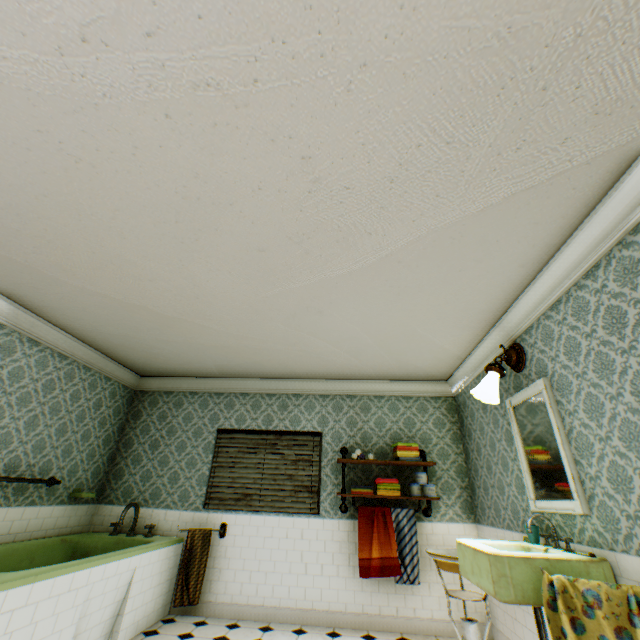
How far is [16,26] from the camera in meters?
1.4

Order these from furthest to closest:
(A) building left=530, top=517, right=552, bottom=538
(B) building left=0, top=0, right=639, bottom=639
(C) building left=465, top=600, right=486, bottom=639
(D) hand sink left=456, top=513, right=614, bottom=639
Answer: (C) building left=465, top=600, right=486, bottom=639 < (A) building left=530, top=517, right=552, bottom=538 < (D) hand sink left=456, top=513, right=614, bottom=639 < (B) building left=0, top=0, right=639, bottom=639

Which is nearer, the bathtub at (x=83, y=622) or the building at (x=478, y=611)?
the bathtub at (x=83, y=622)

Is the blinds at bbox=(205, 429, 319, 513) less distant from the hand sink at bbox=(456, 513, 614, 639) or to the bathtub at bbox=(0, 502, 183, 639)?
the bathtub at bbox=(0, 502, 183, 639)

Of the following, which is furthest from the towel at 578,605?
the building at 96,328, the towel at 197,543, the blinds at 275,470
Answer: the towel at 197,543

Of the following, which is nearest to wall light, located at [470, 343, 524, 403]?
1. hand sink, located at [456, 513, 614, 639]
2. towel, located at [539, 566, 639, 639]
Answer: hand sink, located at [456, 513, 614, 639]

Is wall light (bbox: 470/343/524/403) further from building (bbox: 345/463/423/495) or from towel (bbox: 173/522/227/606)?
towel (bbox: 173/522/227/606)

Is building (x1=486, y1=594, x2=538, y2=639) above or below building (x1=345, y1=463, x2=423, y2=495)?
below
